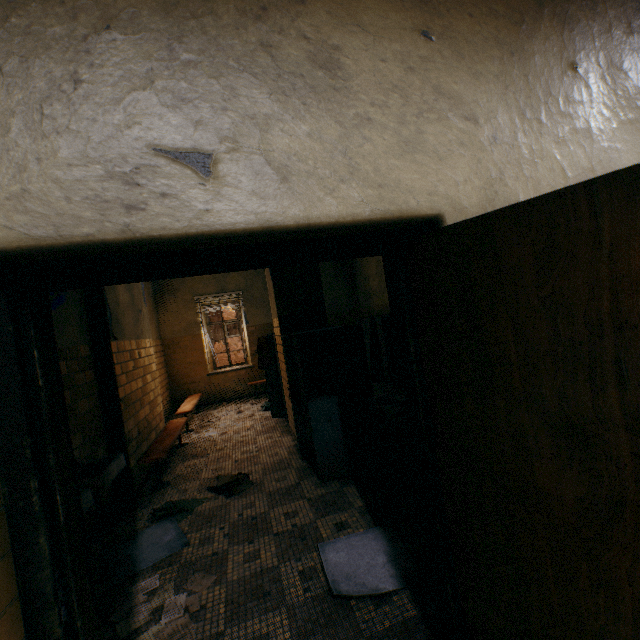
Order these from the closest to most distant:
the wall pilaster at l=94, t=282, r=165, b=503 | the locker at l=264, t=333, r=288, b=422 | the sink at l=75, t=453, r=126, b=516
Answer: the sink at l=75, t=453, r=126, b=516 → the wall pilaster at l=94, t=282, r=165, b=503 → the locker at l=264, t=333, r=288, b=422

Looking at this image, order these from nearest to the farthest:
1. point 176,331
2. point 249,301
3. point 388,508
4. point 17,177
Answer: point 17,177, point 388,508, point 176,331, point 249,301

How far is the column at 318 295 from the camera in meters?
5.0

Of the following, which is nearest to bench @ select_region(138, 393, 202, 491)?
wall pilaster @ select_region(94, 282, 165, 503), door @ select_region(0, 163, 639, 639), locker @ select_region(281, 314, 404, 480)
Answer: Result: wall pilaster @ select_region(94, 282, 165, 503)

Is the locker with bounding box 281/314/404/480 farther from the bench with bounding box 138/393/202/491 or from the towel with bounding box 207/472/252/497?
the bench with bounding box 138/393/202/491

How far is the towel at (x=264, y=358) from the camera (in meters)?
6.18

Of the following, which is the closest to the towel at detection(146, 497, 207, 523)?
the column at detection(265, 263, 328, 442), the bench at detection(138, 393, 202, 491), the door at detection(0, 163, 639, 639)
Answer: the bench at detection(138, 393, 202, 491)

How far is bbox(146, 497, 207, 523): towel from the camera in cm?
344
